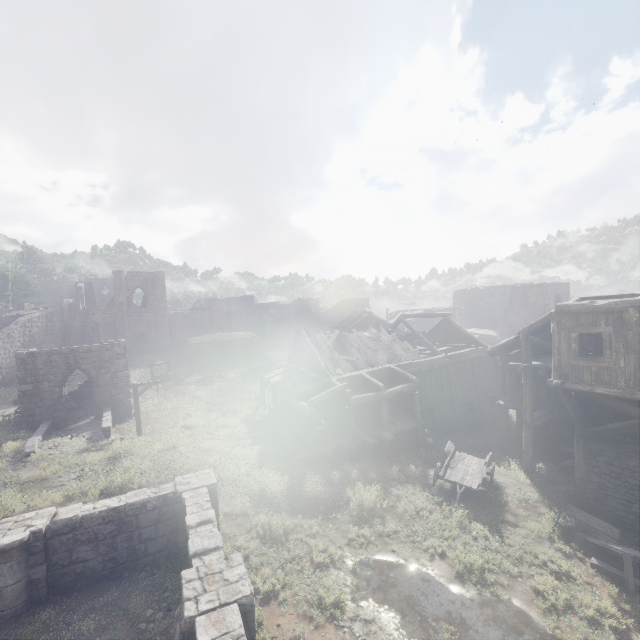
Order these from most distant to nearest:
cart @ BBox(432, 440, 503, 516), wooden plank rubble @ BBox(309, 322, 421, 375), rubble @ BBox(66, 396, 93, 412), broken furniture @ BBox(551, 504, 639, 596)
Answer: rubble @ BBox(66, 396, 93, 412)
wooden plank rubble @ BBox(309, 322, 421, 375)
cart @ BBox(432, 440, 503, 516)
broken furniture @ BBox(551, 504, 639, 596)

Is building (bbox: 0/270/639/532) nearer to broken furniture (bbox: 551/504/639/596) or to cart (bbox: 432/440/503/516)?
broken furniture (bbox: 551/504/639/596)

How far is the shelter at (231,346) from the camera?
37.44m

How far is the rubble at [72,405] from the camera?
24.9 meters

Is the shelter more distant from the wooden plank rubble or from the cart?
the cart

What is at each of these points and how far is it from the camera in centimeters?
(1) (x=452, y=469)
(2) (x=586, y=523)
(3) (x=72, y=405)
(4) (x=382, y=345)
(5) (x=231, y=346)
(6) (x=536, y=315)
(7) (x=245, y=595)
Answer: (1) cart, 1498cm
(2) broken furniture, 1230cm
(3) rubble, 2520cm
(4) wooden plank rubble, 2412cm
(5) shelter, 3991cm
(6) building, 4072cm
(7) building, 644cm

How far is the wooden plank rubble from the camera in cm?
2178

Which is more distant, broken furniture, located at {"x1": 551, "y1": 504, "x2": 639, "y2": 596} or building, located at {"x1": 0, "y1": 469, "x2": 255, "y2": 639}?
broken furniture, located at {"x1": 551, "y1": 504, "x2": 639, "y2": 596}
